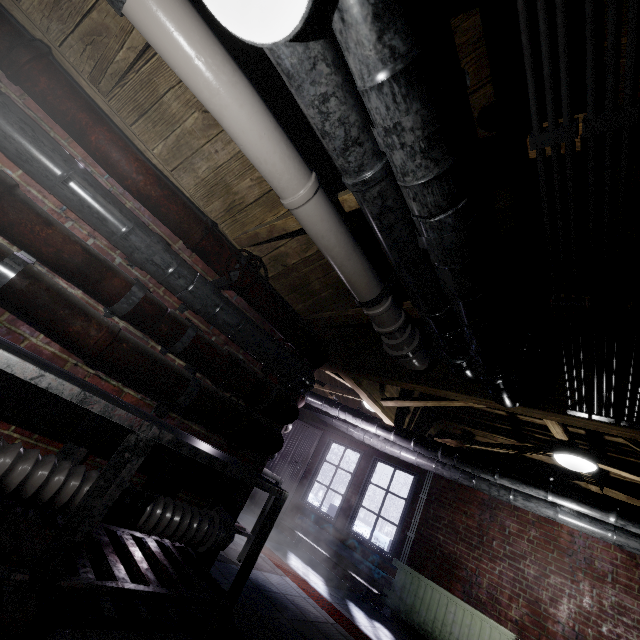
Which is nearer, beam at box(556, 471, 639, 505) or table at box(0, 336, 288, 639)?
table at box(0, 336, 288, 639)

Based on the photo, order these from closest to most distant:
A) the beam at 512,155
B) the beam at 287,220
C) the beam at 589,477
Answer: the beam at 512,155
the beam at 287,220
the beam at 589,477

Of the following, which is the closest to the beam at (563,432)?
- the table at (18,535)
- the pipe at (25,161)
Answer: the pipe at (25,161)

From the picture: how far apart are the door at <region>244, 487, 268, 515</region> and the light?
4.24m

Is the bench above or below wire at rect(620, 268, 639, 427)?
below

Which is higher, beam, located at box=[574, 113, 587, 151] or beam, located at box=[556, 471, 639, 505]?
beam, located at box=[556, 471, 639, 505]

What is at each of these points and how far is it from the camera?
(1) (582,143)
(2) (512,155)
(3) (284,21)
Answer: (1) beam, 1.06m
(2) beam, 1.21m
(3) z, 0.68m
